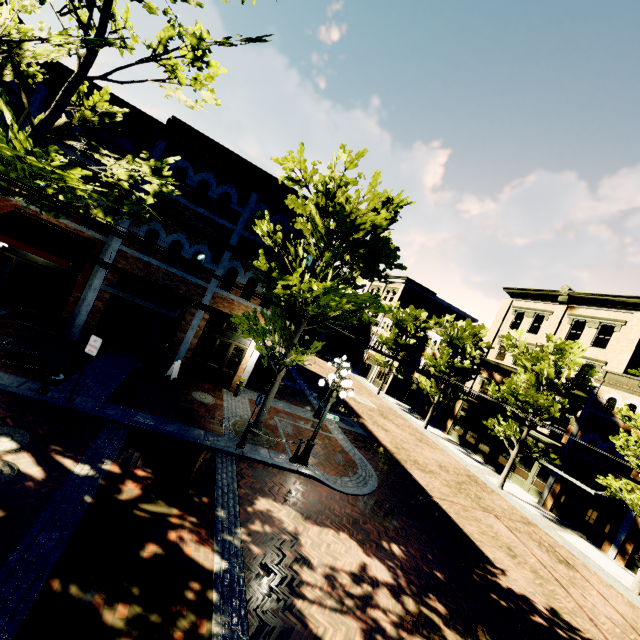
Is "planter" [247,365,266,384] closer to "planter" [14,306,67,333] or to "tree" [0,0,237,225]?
"tree" [0,0,237,225]

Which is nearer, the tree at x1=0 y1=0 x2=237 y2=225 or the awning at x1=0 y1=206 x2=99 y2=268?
the tree at x1=0 y1=0 x2=237 y2=225

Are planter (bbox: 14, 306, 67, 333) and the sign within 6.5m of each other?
yes

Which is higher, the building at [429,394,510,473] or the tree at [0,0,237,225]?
the tree at [0,0,237,225]

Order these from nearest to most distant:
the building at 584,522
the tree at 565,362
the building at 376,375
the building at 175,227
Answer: the building at 175,227
the building at 584,522
the tree at 565,362
the building at 376,375

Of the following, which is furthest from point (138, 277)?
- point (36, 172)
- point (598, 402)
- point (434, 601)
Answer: point (598, 402)

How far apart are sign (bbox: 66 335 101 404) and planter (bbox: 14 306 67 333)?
5.5 meters

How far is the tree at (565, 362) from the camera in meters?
18.9 m
